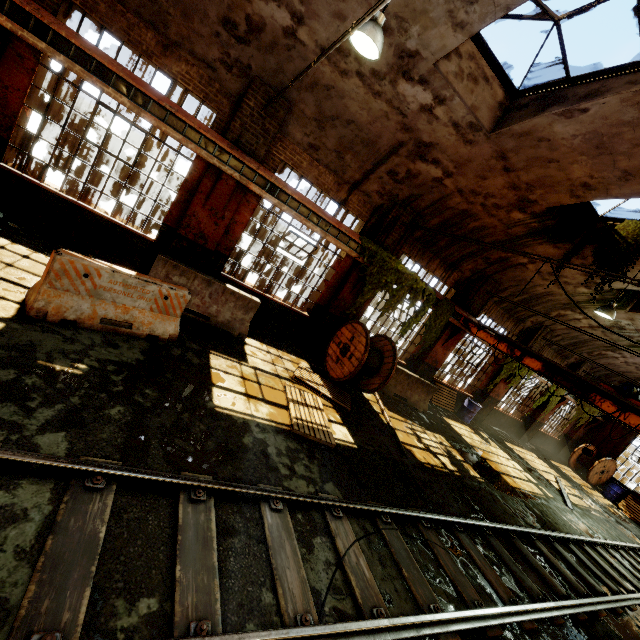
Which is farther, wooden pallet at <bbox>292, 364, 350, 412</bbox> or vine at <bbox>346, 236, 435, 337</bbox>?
vine at <bbox>346, 236, 435, 337</bbox>

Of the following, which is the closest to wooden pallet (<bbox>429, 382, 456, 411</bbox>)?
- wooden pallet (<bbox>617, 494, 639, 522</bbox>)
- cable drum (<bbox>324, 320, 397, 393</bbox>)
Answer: cable drum (<bbox>324, 320, 397, 393</bbox>)

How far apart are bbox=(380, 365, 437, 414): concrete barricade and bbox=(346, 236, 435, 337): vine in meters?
1.0

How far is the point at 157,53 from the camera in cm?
691

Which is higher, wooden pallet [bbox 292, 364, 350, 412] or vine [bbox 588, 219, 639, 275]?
vine [bbox 588, 219, 639, 275]

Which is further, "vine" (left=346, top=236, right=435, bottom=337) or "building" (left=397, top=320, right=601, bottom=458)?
"building" (left=397, top=320, right=601, bottom=458)

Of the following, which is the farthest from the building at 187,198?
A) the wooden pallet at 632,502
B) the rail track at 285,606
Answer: the wooden pallet at 632,502

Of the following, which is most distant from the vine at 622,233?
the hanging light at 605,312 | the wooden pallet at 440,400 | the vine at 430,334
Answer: the wooden pallet at 440,400
